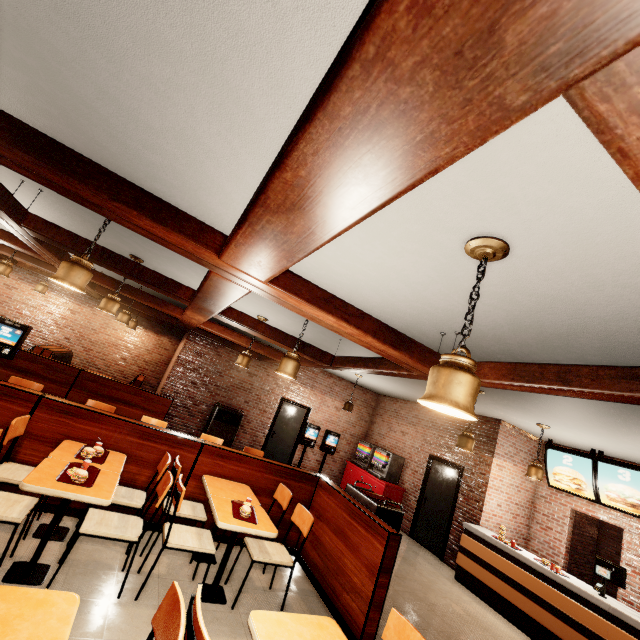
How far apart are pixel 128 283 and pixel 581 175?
9.7m
